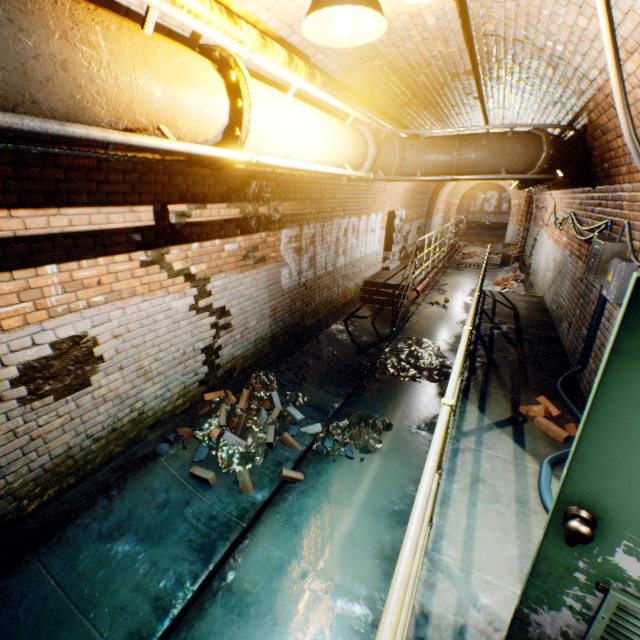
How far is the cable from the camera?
2.58m

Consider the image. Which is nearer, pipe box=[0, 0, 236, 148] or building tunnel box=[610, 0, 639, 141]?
pipe box=[0, 0, 236, 148]

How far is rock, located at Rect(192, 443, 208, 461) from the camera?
3.9 meters

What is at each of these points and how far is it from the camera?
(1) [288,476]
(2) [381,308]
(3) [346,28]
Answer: (1) bricks, 3.9m
(2) stairs, 8.8m
(3) ceiling light, 1.8m

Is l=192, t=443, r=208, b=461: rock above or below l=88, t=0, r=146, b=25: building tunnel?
below

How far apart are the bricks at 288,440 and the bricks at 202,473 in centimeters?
84cm

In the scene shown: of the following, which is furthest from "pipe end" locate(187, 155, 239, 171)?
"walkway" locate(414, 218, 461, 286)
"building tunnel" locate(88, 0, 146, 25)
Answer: "walkway" locate(414, 218, 461, 286)

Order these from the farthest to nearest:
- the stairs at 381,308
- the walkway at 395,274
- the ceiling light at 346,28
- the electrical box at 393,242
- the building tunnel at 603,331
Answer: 1. the electrical box at 393,242
2. the walkway at 395,274
3. the stairs at 381,308
4. the building tunnel at 603,331
5. the ceiling light at 346,28
